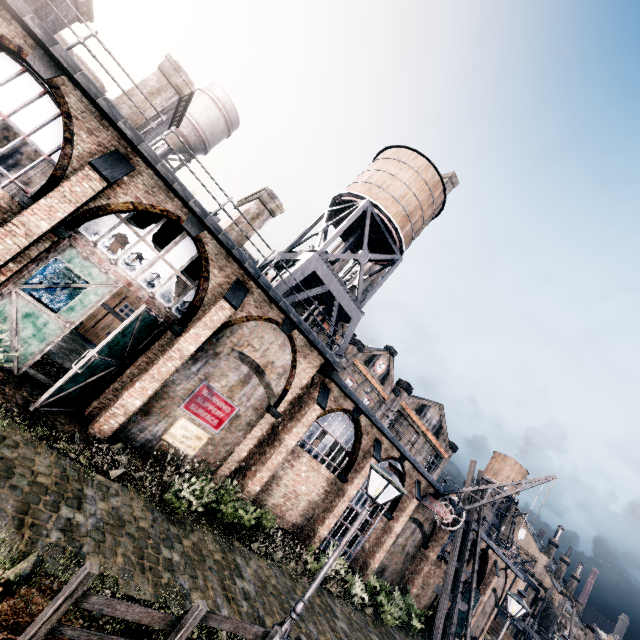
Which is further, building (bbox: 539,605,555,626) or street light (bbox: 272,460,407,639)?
building (bbox: 539,605,555,626)

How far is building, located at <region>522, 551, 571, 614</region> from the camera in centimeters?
4955cm

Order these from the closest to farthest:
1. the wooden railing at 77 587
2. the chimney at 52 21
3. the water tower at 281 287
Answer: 1. the wooden railing at 77 587
2. the chimney at 52 21
3. the water tower at 281 287

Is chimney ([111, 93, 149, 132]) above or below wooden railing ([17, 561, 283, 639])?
above

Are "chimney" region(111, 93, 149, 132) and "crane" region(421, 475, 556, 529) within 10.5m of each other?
no

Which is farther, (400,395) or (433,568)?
(400,395)

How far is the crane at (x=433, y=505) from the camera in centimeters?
2119cm
